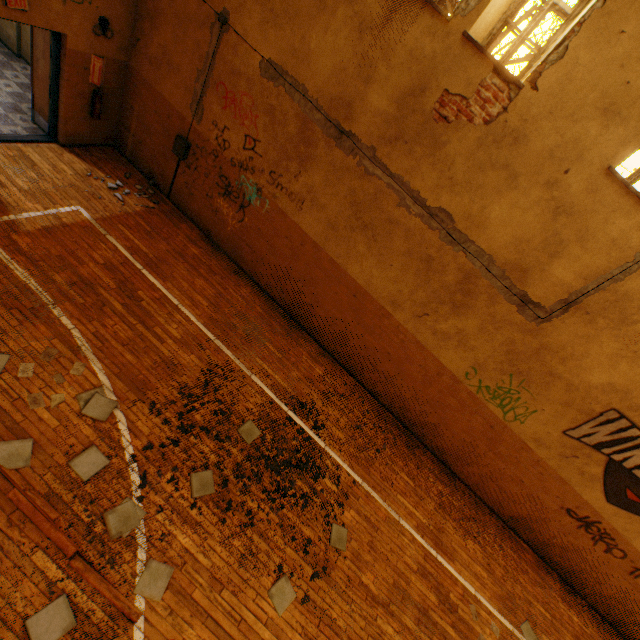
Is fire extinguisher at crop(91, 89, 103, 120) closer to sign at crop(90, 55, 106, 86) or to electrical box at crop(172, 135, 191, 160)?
sign at crop(90, 55, 106, 86)

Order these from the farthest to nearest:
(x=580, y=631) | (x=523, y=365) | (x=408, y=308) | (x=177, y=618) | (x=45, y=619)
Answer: (x=580, y=631), (x=408, y=308), (x=523, y=365), (x=177, y=618), (x=45, y=619)

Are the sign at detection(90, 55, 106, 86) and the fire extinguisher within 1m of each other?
yes

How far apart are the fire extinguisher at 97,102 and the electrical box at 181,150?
1.7 meters

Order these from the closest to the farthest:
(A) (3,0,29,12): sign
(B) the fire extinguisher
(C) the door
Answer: (A) (3,0,29,12): sign, (C) the door, (B) the fire extinguisher

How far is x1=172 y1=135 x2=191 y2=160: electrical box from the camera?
6.90m

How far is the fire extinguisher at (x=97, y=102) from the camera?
6.7 meters

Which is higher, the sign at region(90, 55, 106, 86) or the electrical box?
the sign at region(90, 55, 106, 86)
